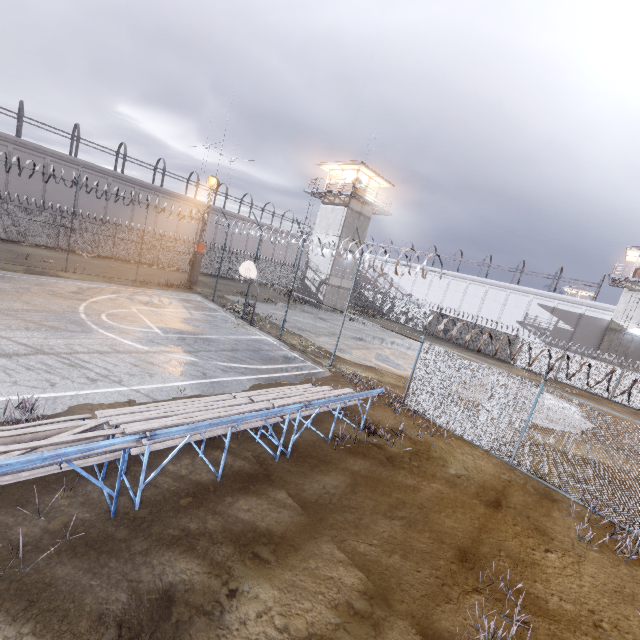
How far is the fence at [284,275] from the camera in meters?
17.1 m

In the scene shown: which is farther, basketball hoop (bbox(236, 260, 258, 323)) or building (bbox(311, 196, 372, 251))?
building (bbox(311, 196, 372, 251))

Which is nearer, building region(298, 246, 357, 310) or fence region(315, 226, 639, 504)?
fence region(315, 226, 639, 504)

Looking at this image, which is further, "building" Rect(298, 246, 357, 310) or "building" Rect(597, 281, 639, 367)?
"building" Rect(298, 246, 357, 310)

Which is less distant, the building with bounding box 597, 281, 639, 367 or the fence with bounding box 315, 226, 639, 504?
the fence with bounding box 315, 226, 639, 504

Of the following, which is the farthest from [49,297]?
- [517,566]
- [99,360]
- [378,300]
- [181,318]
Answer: [378,300]

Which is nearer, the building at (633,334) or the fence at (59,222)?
the fence at (59,222)
